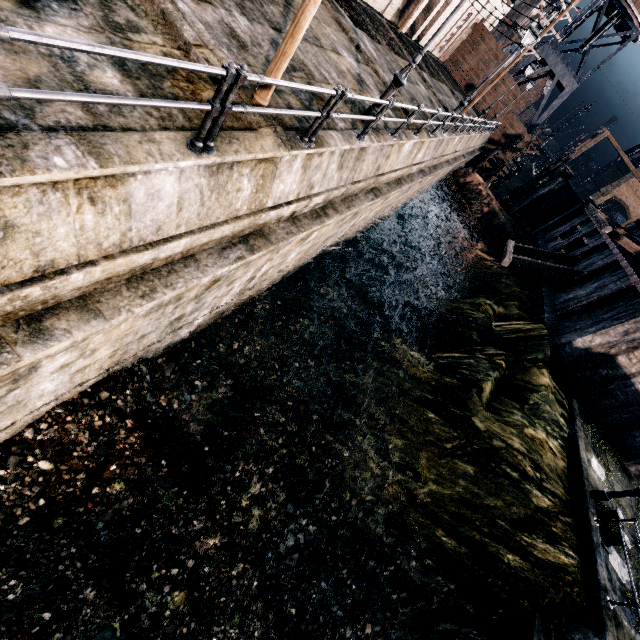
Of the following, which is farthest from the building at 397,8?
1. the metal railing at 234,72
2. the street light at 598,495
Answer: the street light at 598,495

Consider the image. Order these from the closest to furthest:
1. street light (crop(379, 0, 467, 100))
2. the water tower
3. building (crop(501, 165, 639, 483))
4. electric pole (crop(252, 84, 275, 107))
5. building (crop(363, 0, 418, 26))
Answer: electric pole (crop(252, 84, 275, 107)), street light (crop(379, 0, 467, 100)), building (crop(501, 165, 639, 483)), building (crop(363, 0, 418, 26)), the water tower

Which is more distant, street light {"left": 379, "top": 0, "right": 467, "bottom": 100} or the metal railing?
street light {"left": 379, "top": 0, "right": 467, "bottom": 100}

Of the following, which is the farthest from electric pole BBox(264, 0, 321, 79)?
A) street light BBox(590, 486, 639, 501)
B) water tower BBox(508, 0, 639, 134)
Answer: water tower BBox(508, 0, 639, 134)

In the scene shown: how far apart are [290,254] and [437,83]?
27.9m

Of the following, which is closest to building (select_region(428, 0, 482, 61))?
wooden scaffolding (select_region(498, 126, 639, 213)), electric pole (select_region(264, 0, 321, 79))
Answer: electric pole (select_region(264, 0, 321, 79))

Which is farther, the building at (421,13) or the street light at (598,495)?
the building at (421,13)

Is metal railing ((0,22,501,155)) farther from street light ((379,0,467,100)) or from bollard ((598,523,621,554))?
bollard ((598,523,621,554))
